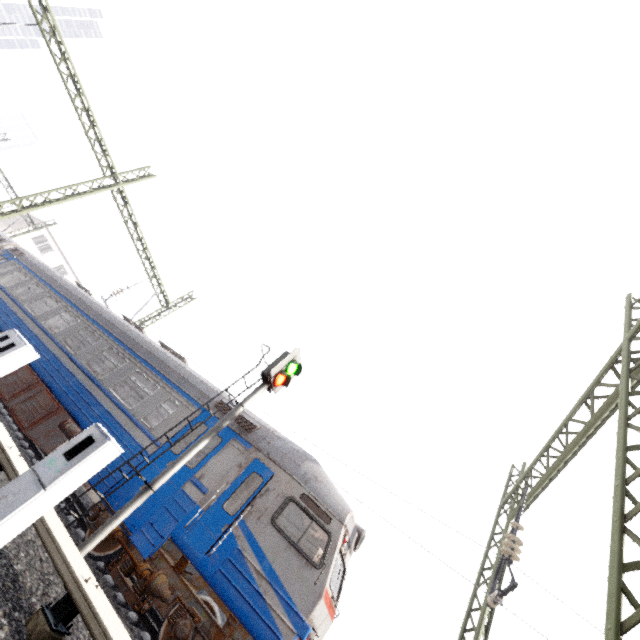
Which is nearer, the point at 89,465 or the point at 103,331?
the point at 89,465

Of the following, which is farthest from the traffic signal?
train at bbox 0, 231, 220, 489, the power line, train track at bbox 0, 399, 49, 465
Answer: the power line

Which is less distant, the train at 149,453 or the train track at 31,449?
the train at 149,453

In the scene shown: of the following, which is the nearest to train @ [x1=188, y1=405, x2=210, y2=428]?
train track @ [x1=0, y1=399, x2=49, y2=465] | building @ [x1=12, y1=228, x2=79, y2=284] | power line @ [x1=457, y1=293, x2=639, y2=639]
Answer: train track @ [x1=0, y1=399, x2=49, y2=465]

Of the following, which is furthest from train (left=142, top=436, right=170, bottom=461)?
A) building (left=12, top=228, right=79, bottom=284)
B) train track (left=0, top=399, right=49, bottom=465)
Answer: building (left=12, top=228, right=79, bottom=284)

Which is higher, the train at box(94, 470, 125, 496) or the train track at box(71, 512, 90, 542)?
the train at box(94, 470, 125, 496)

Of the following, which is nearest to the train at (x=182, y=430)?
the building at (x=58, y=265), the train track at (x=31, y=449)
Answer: the train track at (x=31, y=449)

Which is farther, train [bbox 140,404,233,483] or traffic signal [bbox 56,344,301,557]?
train [bbox 140,404,233,483]
